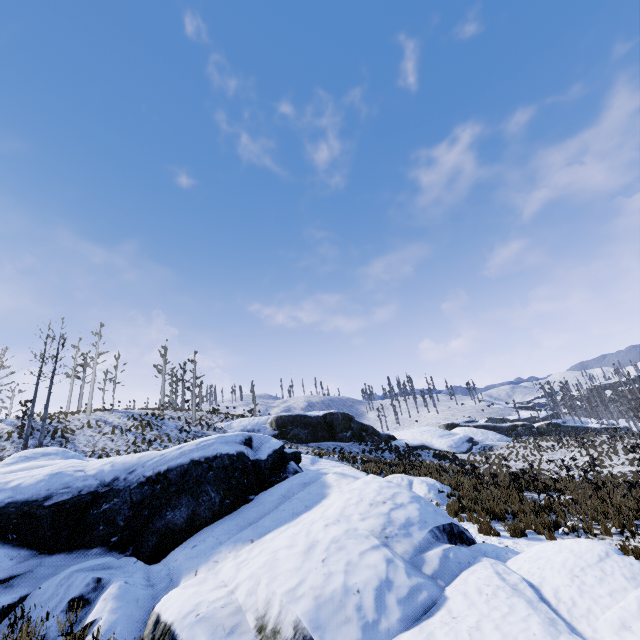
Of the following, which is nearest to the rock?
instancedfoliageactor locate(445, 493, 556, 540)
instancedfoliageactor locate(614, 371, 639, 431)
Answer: instancedfoliageactor locate(445, 493, 556, 540)

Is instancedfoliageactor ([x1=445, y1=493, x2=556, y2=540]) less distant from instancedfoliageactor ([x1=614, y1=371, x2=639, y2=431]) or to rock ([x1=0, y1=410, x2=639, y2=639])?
rock ([x1=0, y1=410, x2=639, y2=639])

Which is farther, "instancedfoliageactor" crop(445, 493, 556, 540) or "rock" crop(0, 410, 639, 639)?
"instancedfoliageactor" crop(445, 493, 556, 540)

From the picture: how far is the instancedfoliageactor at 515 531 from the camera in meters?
9.9 m

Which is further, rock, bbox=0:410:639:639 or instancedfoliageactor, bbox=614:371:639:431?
instancedfoliageactor, bbox=614:371:639:431

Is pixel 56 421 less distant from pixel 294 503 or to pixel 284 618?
pixel 294 503

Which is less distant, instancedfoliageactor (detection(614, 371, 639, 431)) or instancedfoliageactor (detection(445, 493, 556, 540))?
instancedfoliageactor (detection(445, 493, 556, 540))

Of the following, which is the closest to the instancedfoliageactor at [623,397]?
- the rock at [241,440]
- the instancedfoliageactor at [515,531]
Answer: the rock at [241,440]
